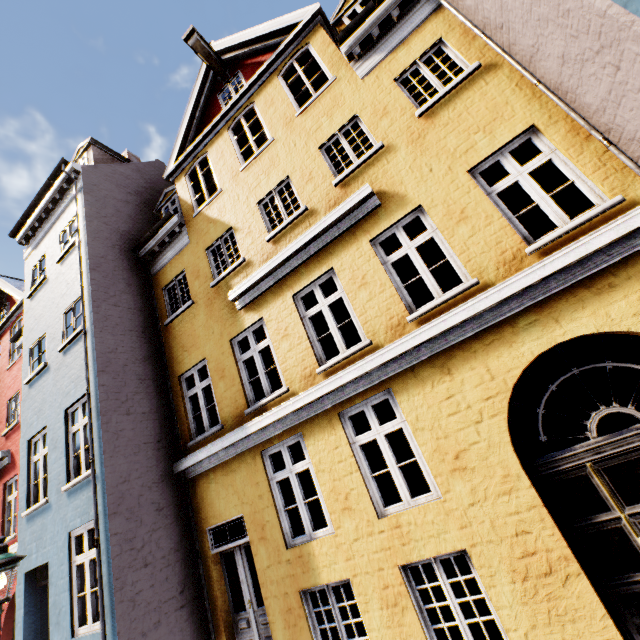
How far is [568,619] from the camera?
3.8m
